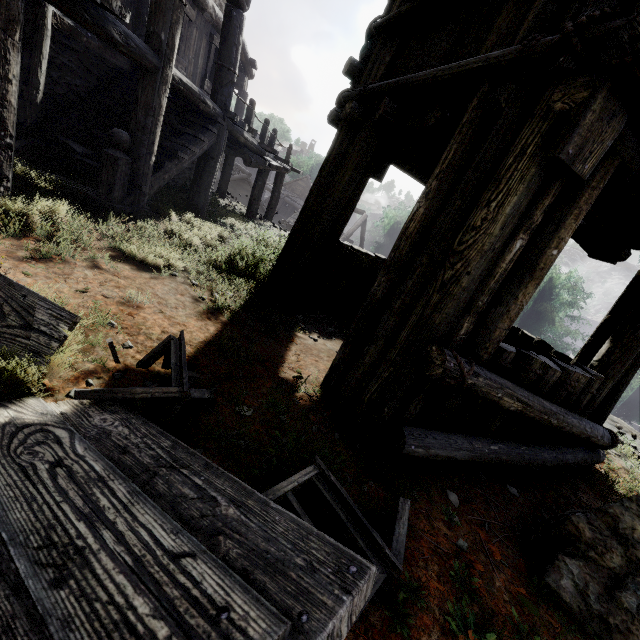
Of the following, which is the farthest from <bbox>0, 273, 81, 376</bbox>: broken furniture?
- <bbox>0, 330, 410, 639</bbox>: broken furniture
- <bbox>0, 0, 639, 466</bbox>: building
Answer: <bbox>0, 0, 639, 466</bbox>: building

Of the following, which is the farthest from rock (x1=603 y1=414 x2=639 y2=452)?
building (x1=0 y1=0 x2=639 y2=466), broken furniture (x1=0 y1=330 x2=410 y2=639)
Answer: broken furniture (x1=0 y1=330 x2=410 y2=639)

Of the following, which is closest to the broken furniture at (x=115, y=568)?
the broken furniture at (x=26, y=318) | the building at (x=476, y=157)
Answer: the broken furniture at (x=26, y=318)

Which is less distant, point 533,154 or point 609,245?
point 533,154

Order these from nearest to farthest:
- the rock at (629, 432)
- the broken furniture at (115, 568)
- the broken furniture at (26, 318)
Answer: the broken furniture at (115, 568) < the broken furniture at (26, 318) < the rock at (629, 432)

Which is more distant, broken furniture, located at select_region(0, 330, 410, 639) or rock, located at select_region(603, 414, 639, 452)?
rock, located at select_region(603, 414, 639, 452)

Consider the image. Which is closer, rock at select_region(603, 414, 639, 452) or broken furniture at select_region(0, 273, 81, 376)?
broken furniture at select_region(0, 273, 81, 376)
